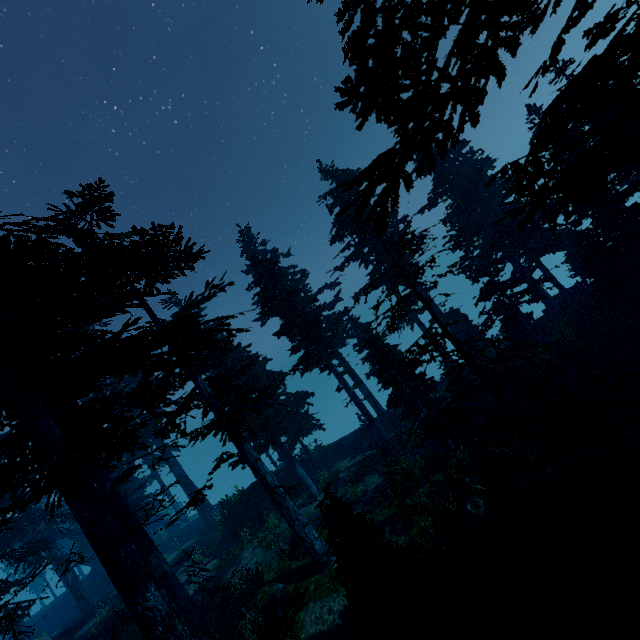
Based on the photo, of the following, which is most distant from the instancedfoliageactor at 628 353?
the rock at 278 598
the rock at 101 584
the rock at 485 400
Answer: the rock at 485 400

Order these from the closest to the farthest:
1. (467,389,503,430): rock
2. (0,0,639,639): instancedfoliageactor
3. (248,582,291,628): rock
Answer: (0,0,639,639): instancedfoliageactor
(248,582,291,628): rock
(467,389,503,430): rock

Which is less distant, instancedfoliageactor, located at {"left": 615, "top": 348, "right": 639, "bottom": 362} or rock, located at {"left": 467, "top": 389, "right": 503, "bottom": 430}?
instancedfoliageactor, located at {"left": 615, "top": 348, "right": 639, "bottom": 362}

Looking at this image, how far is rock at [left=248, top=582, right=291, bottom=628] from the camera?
12.1m

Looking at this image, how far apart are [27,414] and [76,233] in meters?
6.4

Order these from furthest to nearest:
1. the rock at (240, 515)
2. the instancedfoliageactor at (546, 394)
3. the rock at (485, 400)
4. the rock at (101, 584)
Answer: the rock at (101, 584), the rock at (240, 515), the rock at (485, 400), the instancedfoliageactor at (546, 394)

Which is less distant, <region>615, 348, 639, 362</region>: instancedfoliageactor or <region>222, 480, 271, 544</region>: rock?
<region>615, 348, 639, 362</region>: instancedfoliageactor

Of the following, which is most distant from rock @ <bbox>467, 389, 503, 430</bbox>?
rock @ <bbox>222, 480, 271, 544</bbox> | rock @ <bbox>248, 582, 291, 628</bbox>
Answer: rock @ <bbox>222, 480, 271, 544</bbox>
